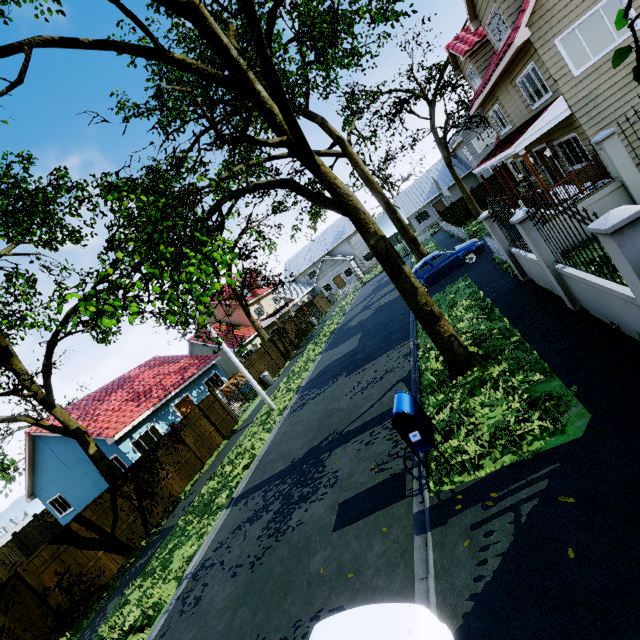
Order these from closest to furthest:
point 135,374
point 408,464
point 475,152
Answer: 1. point 408,464
2. point 135,374
3. point 475,152

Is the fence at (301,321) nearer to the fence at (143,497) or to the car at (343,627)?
the fence at (143,497)

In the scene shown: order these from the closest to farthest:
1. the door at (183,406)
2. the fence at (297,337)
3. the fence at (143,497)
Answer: the fence at (143,497)
the door at (183,406)
the fence at (297,337)

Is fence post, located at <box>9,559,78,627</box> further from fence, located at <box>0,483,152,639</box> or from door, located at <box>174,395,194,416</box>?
door, located at <box>174,395,194,416</box>

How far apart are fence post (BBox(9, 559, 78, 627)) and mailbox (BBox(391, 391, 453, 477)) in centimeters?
1190cm

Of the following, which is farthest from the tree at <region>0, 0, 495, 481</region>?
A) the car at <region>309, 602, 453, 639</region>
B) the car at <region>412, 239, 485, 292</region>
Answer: the car at <region>412, 239, 485, 292</region>

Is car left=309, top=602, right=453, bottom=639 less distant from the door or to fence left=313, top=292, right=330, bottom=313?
fence left=313, top=292, right=330, bottom=313

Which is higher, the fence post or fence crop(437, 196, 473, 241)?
fence crop(437, 196, 473, 241)
